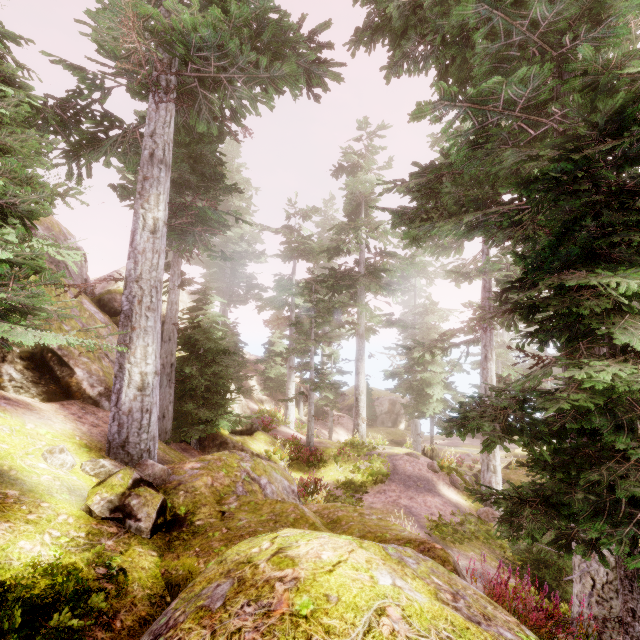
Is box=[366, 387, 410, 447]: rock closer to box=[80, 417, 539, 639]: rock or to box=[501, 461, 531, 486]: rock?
box=[501, 461, 531, 486]: rock

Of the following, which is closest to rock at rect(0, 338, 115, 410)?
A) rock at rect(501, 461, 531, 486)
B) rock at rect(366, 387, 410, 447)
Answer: rock at rect(501, 461, 531, 486)

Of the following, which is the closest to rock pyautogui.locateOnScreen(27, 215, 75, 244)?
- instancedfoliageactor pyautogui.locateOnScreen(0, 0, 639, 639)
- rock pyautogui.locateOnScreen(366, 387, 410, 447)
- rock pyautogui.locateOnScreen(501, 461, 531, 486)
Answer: instancedfoliageactor pyautogui.locateOnScreen(0, 0, 639, 639)

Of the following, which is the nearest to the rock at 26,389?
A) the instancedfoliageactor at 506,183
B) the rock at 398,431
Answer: the instancedfoliageactor at 506,183

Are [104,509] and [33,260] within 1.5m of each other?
no

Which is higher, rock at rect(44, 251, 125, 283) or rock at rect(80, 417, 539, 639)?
rock at rect(44, 251, 125, 283)

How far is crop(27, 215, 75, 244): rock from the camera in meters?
12.9

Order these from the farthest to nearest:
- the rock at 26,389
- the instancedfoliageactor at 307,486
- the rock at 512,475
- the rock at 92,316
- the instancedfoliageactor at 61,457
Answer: the rock at 512,475
the instancedfoliageactor at 307,486
the rock at 92,316
the rock at 26,389
the instancedfoliageactor at 61,457
